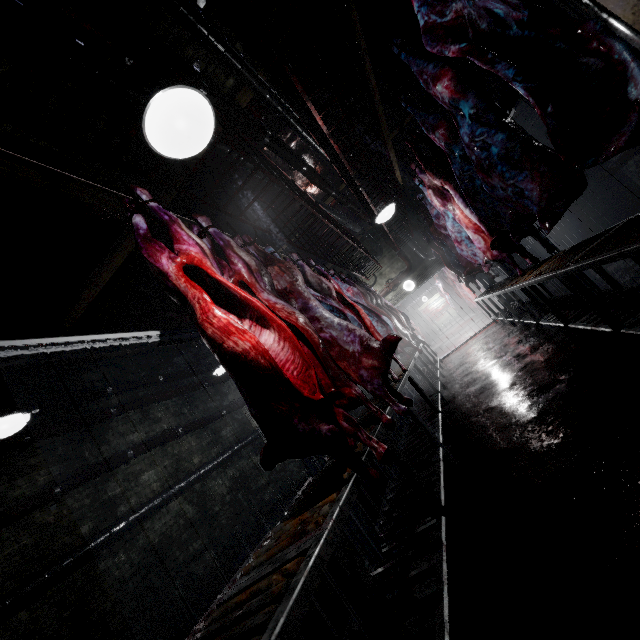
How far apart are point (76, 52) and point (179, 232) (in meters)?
1.83

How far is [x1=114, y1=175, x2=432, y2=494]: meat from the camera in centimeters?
145cm

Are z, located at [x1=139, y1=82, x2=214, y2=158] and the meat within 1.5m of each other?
yes

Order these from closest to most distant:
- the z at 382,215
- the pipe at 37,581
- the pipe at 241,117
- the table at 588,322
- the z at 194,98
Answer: the z at 194,98
the table at 588,322
the pipe at 241,117
the pipe at 37,581
the z at 382,215

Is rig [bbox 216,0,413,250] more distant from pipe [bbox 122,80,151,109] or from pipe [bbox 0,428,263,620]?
pipe [bbox 0,428,263,620]

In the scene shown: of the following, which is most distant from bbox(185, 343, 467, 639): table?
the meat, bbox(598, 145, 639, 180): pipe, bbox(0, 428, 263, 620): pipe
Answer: bbox(598, 145, 639, 180): pipe

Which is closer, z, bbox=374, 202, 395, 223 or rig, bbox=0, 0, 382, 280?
rig, bbox=0, 0, 382, 280

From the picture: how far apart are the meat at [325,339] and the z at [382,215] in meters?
1.6
